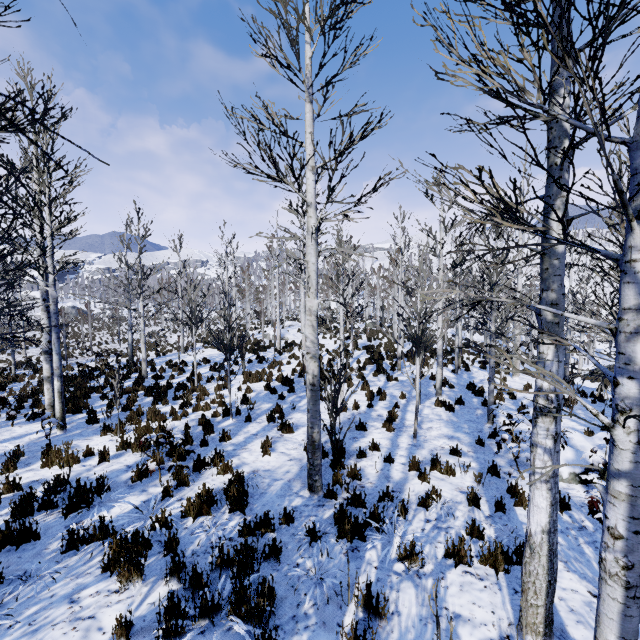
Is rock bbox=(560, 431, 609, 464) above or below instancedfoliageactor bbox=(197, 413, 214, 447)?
above

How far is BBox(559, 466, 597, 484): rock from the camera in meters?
6.6 m

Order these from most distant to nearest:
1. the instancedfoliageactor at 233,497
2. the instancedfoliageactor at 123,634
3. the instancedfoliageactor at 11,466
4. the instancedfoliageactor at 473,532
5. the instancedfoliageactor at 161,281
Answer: the instancedfoliageactor at 11,466 < the instancedfoliageactor at 233,497 < the instancedfoliageactor at 473,532 < the instancedfoliageactor at 123,634 < the instancedfoliageactor at 161,281

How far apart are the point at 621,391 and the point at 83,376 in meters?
17.0 m

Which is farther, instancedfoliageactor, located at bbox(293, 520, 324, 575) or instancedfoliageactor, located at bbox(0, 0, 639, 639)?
instancedfoliageactor, located at bbox(293, 520, 324, 575)

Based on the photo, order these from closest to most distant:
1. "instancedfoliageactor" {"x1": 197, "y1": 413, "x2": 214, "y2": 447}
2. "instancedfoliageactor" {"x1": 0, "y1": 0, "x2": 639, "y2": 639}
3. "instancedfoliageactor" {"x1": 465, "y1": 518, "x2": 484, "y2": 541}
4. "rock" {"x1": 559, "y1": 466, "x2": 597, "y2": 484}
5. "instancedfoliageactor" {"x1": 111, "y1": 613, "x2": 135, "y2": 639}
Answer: "instancedfoliageactor" {"x1": 0, "y1": 0, "x2": 639, "y2": 639} → "instancedfoliageactor" {"x1": 111, "y1": 613, "x2": 135, "y2": 639} → "instancedfoliageactor" {"x1": 465, "y1": 518, "x2": 484, "y2": 541} → "rock" {"x1": 559, "y1": 466, "x2": 597, "y2": 484} → "instancedfoliageactor" {"x1": 197, "y1": 413, "x2": 214, "y2": 447}

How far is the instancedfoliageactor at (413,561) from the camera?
4.17m
